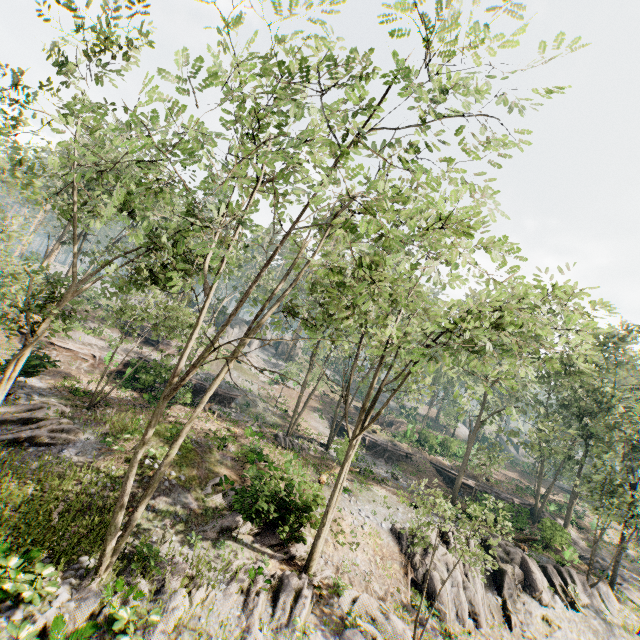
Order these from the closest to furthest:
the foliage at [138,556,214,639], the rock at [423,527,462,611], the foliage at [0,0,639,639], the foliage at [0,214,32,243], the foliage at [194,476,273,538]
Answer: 1. the foliage at [0,0,639,639]
2. the foliage at [138,556,214,639]
3. the foliage at [194,476,273,538]
4. the rock at [423,527,462,611]
5. the foliage at [0,214,32,243]

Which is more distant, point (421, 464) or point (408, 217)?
point (421, 464)

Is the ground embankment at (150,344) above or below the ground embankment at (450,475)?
above

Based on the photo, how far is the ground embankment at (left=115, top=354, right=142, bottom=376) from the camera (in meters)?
27.65

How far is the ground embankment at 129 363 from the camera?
27.7m

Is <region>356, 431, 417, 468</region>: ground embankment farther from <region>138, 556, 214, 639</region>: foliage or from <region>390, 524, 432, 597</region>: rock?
<region>390, 524, 432, 597</region>: rock

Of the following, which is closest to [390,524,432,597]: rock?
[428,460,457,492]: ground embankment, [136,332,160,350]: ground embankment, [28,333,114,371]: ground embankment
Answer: [428,460,457,492]: ground embankment

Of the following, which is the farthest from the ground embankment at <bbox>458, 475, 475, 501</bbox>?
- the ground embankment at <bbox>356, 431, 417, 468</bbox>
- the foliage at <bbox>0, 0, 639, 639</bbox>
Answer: the ground embankment at <bbox>356, 431, 417, 468</bbox>
